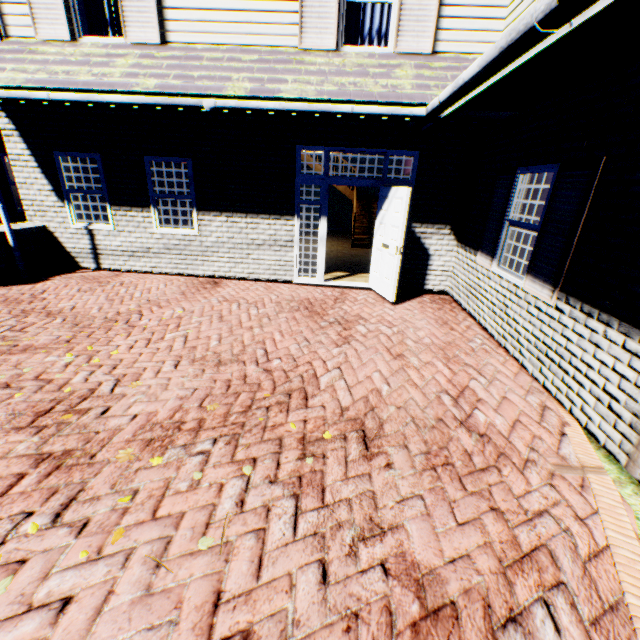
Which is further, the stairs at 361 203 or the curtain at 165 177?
the stairs at 361 203

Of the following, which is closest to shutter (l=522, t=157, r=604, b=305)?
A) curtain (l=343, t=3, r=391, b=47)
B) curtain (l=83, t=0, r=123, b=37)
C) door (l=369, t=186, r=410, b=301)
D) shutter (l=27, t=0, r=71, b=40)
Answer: door (l=369, t=186, r=410, b=301)

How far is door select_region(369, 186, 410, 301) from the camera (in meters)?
6.07

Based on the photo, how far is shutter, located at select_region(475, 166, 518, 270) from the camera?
5.1m

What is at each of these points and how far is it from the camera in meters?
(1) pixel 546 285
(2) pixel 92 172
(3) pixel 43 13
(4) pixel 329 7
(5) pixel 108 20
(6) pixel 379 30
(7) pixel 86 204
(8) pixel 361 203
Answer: (1) shutter, 4.0
(2) curtain, 7.3
(3) shutter, 5.9
(4) shutter, 5.6
(5) curtain, 6.3
(6) curtain, 6.1
(7) curtain, 7.6
(8) stairs, 14.3

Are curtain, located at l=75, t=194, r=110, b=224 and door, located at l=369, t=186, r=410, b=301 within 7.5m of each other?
yes

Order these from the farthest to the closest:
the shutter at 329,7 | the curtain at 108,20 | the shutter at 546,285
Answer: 1. the curtain at 108,20
2. the shutter at 329,7
3. the shutter at 546,285

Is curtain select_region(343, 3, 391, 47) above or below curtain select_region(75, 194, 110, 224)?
above
